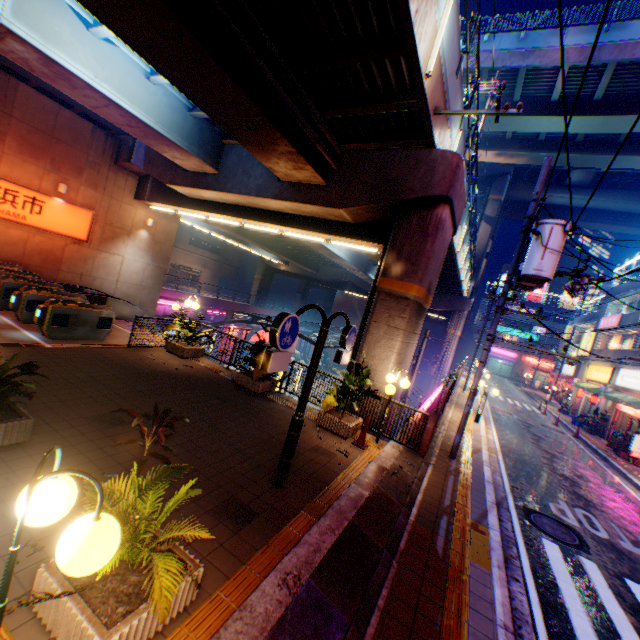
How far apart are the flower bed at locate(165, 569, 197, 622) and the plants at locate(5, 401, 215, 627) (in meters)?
0.03

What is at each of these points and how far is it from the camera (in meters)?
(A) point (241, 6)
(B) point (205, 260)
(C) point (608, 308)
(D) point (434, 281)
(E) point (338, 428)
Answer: (A) pipe, 6.39
(B) building, 56.16
(C) building, 30.22
(D) overpass support, 12.27
(E) flower bed, 9.05

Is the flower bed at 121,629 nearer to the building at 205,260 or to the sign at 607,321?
the sign at 607,321

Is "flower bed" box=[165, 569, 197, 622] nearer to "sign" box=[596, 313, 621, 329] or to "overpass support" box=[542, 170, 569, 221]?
"overpass support" box=[542, 170, 569, 221]

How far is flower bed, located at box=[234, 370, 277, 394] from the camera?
10.50m

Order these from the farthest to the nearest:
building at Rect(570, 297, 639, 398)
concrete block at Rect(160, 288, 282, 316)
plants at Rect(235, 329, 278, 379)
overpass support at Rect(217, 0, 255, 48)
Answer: concrete block at Rect(160, 288, 282, 316) → building at Rect(570, 297, 639, 398) → plants at Rect(235, 329, 278, 379) → overpass support at Rect(217, 0, 255, 48)

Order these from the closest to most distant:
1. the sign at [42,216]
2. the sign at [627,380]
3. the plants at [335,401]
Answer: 1. the plants at [335,401]
2. the sign at [42,216]
3. the sign at [627,380]

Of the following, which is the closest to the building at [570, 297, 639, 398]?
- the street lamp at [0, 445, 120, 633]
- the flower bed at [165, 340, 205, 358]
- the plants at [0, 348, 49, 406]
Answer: the flower bed at [165, 340, 205, 358]
